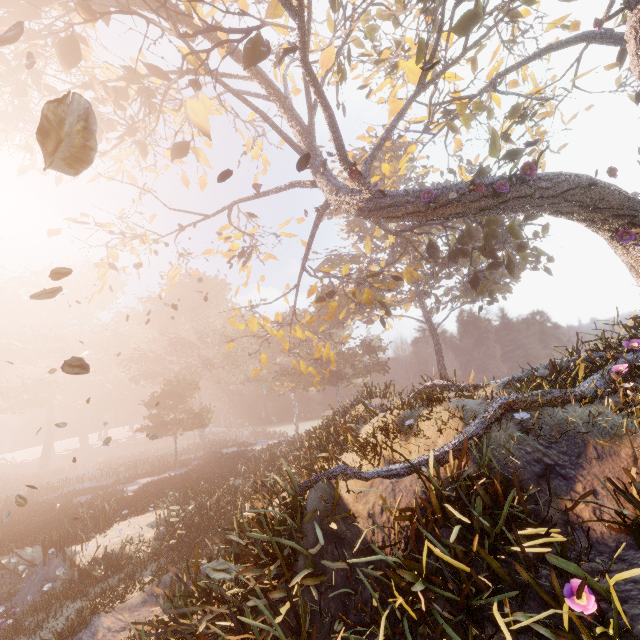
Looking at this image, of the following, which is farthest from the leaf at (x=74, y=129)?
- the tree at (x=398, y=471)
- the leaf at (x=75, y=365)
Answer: the tree at (x=398, y=471)

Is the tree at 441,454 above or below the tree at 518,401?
below

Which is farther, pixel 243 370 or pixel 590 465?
pixel 243 370

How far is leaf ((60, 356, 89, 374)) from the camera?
3.7 meters

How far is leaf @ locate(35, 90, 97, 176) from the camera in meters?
1.3 m

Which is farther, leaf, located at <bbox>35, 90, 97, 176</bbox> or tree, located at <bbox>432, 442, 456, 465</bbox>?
tree, located at <bbox>432, 442, 456, 465</bbox>

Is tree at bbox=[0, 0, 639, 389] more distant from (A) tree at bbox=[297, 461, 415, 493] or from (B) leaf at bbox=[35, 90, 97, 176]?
(B) leaf at bbox=[35, 90, 97, 176]
